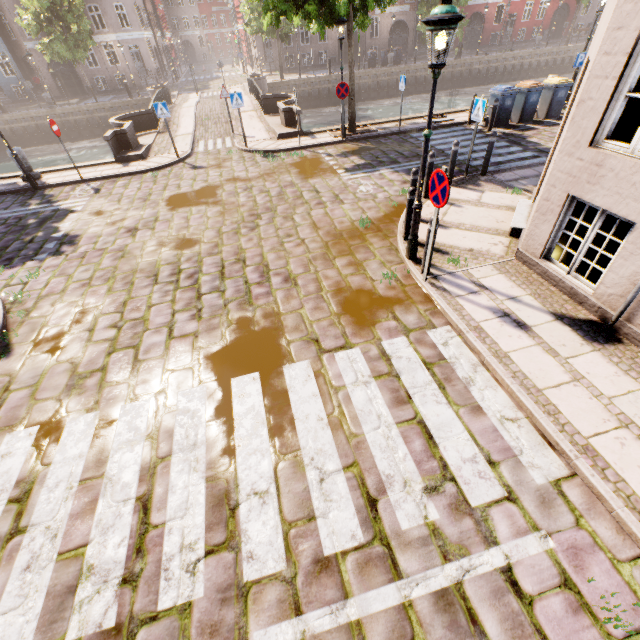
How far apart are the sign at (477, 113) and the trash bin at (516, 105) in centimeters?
703cm

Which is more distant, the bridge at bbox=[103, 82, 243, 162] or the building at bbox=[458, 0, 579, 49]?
the building at bbox=[458, 0, 579, 49]

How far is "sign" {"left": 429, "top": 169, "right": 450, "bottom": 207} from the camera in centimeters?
454cm

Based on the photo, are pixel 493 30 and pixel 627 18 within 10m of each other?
no

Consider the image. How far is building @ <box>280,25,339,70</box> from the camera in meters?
35.5

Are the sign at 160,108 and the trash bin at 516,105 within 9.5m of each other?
no

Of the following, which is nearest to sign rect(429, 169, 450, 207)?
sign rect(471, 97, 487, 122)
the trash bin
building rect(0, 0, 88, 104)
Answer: sign rect(471, 97, 487, 122)

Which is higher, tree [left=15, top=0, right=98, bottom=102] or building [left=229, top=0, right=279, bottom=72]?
tree [left=15, top=0, right=98, bottom=102]
